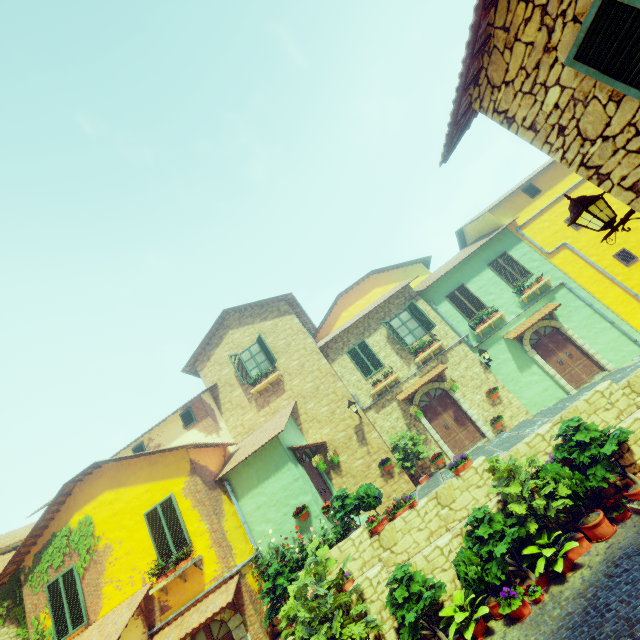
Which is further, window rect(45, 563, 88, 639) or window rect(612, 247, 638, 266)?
window rect(612, 247, 638, 266)

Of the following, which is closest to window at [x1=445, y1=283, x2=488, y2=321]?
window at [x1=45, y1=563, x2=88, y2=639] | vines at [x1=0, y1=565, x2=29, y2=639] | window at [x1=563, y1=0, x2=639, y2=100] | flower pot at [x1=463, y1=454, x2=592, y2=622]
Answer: flower pot at [x1=463, y1=454, x2=592, y2=622]

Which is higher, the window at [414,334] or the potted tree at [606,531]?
the window at [414,334]

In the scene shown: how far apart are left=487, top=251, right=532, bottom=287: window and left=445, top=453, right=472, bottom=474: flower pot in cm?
895

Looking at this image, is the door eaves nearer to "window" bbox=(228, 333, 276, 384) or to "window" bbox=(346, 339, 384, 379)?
"window" bbox=(228, 333, 276, 384)

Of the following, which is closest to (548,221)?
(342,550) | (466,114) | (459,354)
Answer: (459,354)

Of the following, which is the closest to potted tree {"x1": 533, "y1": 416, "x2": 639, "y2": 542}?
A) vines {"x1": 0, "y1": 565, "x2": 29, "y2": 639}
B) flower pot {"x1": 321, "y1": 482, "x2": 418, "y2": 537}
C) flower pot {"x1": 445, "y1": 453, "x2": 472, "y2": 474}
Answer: flower pot {"x1": 445, "y1": 453, "x2": 472, "y2": 474}

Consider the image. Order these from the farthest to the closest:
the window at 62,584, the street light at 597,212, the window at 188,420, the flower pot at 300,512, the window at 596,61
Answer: the window at 188,420 < the flower pot at 300,512 < the window at 62,584 < the street light at 597,212 < the window at 596,61
